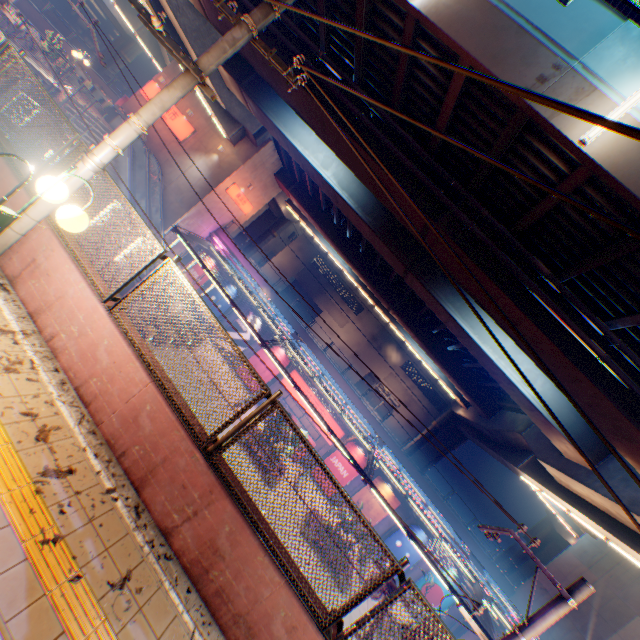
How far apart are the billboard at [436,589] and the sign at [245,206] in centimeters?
3314cm

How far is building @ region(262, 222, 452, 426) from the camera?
45.6 meters

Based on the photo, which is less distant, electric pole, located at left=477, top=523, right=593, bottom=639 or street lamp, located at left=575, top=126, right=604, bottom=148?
electric pole, located at left=477, top=523, right=593, bottom=639

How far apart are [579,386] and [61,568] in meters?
12.0 m

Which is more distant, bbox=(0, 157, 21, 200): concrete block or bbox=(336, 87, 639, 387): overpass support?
bbox=(336, 87, 639, 387): overpass support

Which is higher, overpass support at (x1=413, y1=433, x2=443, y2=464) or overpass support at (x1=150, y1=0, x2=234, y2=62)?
overpass support at (x1=150, y1=0, x2=234, y2=62)

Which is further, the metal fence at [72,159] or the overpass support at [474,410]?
the overpass support at [474,410]

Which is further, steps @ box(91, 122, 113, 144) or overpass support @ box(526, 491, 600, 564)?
overpass support @ box(526, 491, 600, 564)
